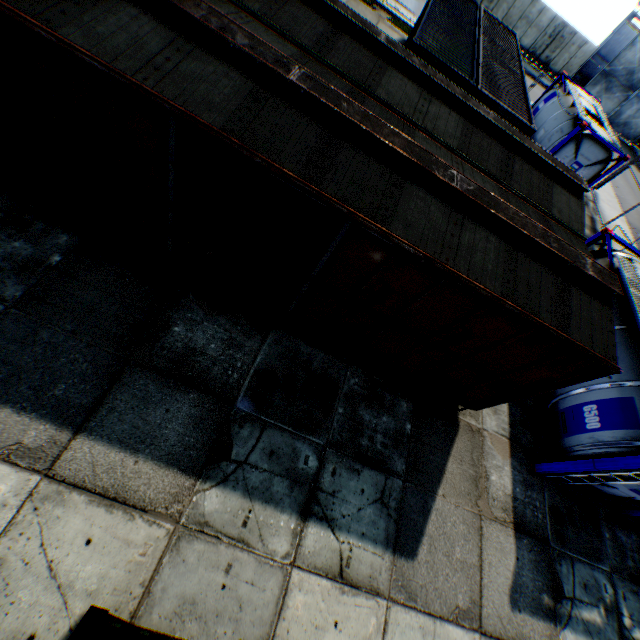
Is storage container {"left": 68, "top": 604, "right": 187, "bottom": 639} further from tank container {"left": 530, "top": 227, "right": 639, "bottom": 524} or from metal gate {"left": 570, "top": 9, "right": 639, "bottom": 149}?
metal gate {"left": 570, "top": 9, "right": 639, "bottom": 149}

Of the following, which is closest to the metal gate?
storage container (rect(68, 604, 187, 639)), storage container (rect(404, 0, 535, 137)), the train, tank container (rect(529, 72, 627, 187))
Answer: tank container (rect(529, 72, 627, 187))

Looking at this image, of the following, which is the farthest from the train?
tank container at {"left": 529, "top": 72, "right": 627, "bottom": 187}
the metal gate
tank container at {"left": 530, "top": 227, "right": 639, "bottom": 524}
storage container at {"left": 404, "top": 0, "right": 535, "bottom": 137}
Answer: the metal gate

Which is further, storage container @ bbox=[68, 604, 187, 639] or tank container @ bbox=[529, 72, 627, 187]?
tank container @ bbox=[529, 72, 627, 187]

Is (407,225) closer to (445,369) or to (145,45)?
(445,369)

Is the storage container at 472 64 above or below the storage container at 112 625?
above

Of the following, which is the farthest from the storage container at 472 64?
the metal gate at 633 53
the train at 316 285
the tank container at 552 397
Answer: the metal gate at 633 53

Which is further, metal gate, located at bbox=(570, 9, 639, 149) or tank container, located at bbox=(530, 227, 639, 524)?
metal gate, located at bbox=(570, 9, 639, 149)
